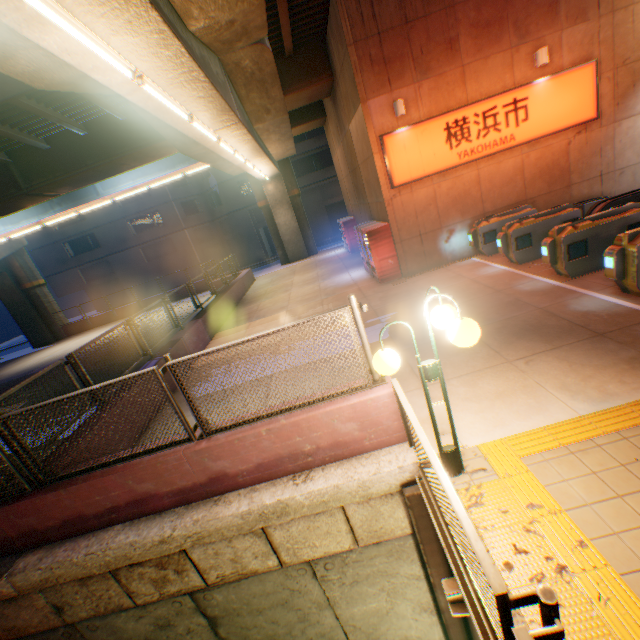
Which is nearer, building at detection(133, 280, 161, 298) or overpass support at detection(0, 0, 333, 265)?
overpass support at detection(0, 0, 333, 265)

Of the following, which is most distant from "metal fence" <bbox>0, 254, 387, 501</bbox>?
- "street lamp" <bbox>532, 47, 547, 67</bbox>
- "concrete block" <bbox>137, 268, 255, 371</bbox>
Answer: "street lamp" <bbox>532, 47, 547, 67</bbox>

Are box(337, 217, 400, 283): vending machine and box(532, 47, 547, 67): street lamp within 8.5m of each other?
yes

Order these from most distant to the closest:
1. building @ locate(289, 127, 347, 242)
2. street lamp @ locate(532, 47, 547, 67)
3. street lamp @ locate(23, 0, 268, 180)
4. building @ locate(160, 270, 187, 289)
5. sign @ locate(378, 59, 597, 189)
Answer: building @ locate(160, 270, 187, 289)
building @ locate(289, 127, 347, 242)
sign @ locate(378, 59, 597, 189)
street lamp @ locate(532, 47, 547, 67)
street lamp @ locate(23, 0, 268, 180)

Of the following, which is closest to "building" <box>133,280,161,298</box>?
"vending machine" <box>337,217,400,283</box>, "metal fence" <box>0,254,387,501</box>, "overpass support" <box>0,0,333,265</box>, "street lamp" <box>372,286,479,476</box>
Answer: "overpass support" <box>0,0,333,265</box>

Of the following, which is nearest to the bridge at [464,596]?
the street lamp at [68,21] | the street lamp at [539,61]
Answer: the street lamp at [68,21]

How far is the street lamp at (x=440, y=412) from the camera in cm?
289

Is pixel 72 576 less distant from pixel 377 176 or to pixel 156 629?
pixel 156 629
